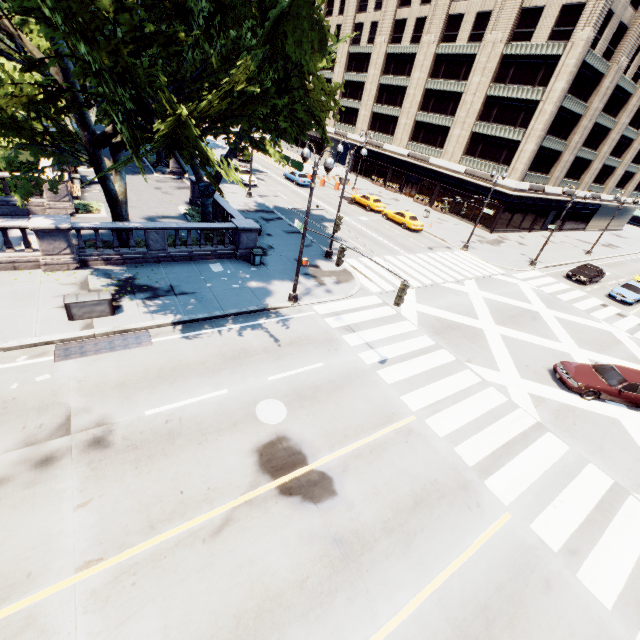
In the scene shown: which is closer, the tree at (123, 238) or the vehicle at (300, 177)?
the tree at (123, 238)

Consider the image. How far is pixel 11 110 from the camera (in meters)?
7.70

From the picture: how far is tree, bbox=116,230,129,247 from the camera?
16.88m

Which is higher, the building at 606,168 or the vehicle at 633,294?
the building at 606,168

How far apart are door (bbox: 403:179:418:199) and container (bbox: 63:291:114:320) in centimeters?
4623cm

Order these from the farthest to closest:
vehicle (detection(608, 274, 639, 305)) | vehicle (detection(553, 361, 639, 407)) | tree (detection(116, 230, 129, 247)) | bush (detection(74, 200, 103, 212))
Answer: vehicle (detection(608, 274, 639, 305)) → bush (detection(74, 200, 103, 212)) → tree (detection(116, 230, 129, 247)) → vehicle (detection(553, 361, 639, 407))

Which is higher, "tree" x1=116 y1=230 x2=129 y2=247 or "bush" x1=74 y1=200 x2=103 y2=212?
"tree" x1=116 y1=230 x2=129 y2=247

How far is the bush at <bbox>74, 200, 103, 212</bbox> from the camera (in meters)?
21.20
